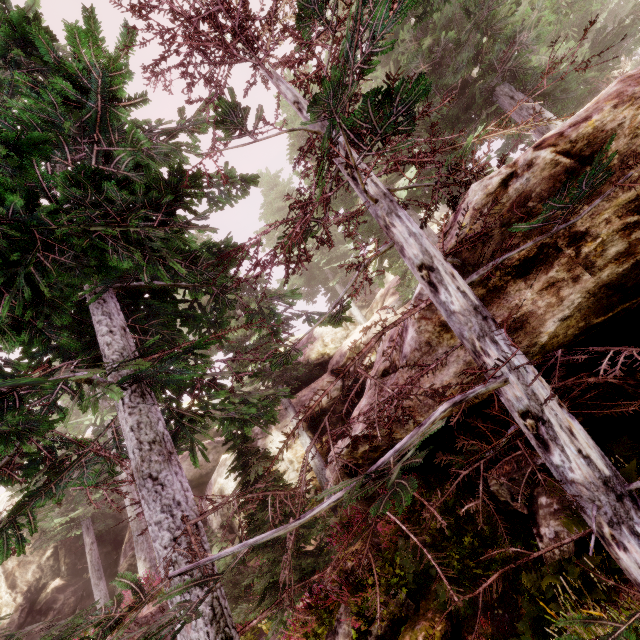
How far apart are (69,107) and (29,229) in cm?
427

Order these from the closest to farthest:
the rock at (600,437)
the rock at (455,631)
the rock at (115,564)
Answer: the rock at (600,437) < the rock at (455,631) < the rock at (115,564)

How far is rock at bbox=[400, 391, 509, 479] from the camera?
5.5m

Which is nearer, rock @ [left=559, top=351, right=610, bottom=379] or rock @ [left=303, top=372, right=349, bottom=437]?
rock @ [left=559, top=351, right=610, bottom=379]

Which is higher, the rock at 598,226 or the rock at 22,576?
the rock at 22,576
